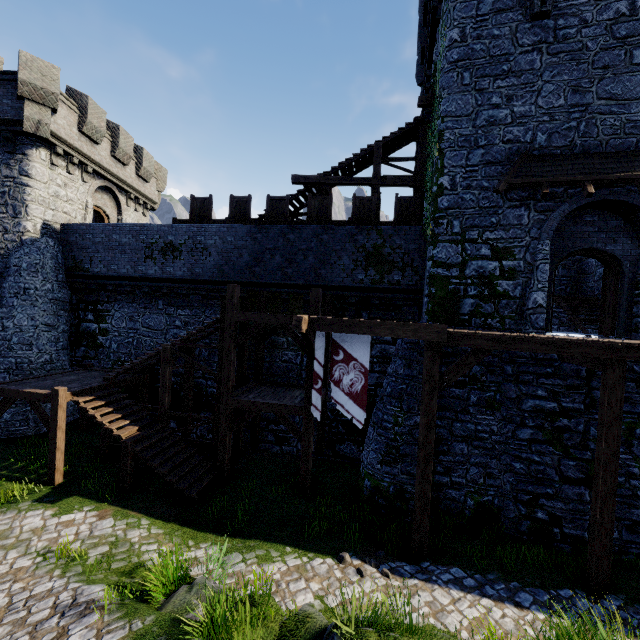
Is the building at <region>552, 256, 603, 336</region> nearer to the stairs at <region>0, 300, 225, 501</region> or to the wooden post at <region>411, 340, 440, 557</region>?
the wooden post at <region>411, 340, 440, 557</region>

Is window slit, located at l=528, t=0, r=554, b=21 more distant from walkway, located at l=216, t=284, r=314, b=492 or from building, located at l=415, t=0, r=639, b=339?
walkway, located at l=216, t=284, r=314, b=492

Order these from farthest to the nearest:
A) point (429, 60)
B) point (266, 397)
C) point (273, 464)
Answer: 1. point (429, 60)
2. point (273, 464)
3. point (266, 397)

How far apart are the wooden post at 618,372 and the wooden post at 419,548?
3.58m

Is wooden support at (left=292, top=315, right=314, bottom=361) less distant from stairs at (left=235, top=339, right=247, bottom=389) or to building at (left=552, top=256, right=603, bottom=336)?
stairs at (left=235, top=339, right=247, bottom=389)

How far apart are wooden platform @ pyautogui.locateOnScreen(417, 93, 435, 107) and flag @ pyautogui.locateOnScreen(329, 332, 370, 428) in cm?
1062

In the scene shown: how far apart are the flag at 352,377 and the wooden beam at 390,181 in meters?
8.8

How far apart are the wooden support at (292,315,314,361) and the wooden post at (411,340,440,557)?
3.2 meters
